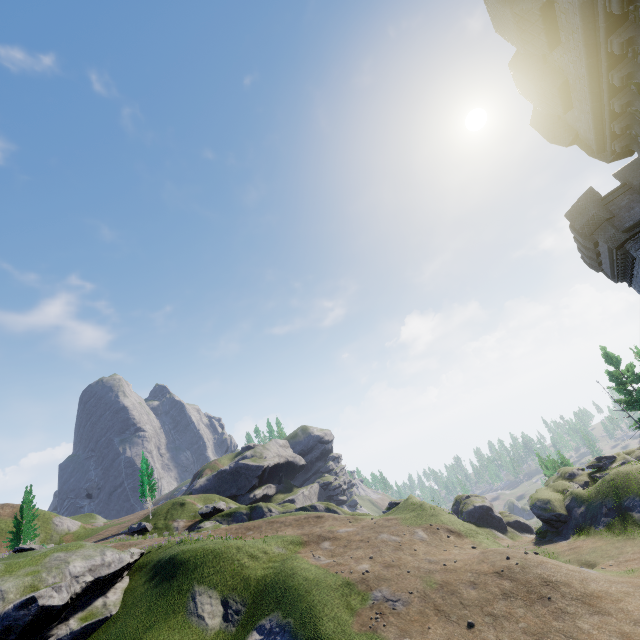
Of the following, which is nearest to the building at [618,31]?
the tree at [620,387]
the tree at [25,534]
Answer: the tree at [620,387]

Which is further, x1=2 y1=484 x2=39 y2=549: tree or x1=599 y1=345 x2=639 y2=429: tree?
x1=2 y1=484 x2=39 y2=549: tree

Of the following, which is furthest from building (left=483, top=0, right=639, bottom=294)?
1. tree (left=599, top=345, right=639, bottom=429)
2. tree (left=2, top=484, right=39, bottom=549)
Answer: tree (left=2, top=484, right=39, bottom=549)

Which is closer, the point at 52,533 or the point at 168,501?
the point at 52,533

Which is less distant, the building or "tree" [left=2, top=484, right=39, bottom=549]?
the building

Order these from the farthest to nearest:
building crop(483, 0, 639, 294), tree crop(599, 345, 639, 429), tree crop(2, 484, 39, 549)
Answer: tree crop(2, 484, 39, 549) → tree crop(599, 345, 639, 429) → building crop(483, 0, 639, 294)

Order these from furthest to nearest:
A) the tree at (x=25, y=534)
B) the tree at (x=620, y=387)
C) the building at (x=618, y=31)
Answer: the tree at (x=25, y=534) < the tree at (x=620, y=387) < the building at (x=618, y=31)

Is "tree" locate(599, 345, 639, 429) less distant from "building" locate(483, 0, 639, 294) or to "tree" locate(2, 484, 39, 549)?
"building" locate(483, 0, 639, 294)
